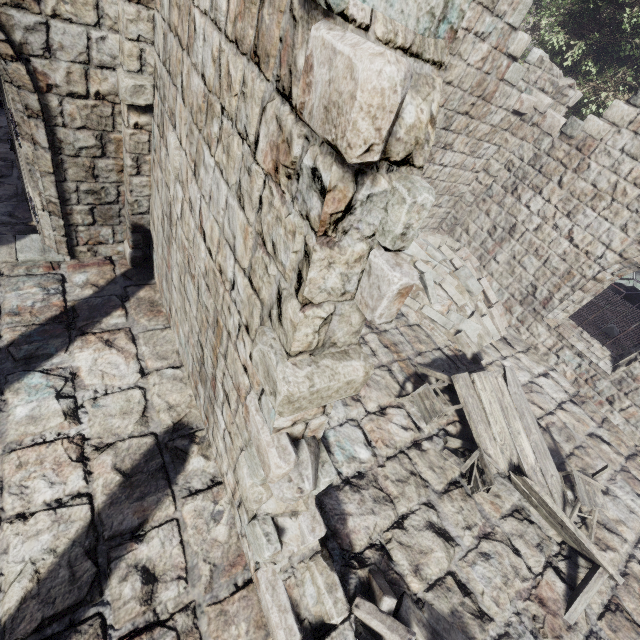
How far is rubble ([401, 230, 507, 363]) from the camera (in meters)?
8.50

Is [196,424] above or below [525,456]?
below

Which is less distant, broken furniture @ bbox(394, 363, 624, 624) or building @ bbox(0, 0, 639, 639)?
building @ bbox(0, 0, 639, 639)

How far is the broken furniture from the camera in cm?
505

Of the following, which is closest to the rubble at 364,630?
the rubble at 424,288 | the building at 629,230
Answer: the building at 629,230

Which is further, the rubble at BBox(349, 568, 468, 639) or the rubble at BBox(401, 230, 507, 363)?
the rubble at BBox(401, 230, 507, 363)

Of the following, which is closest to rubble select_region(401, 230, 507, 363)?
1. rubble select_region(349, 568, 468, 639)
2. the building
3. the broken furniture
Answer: the building

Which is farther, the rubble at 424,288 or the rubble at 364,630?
the rubble at 424,288
